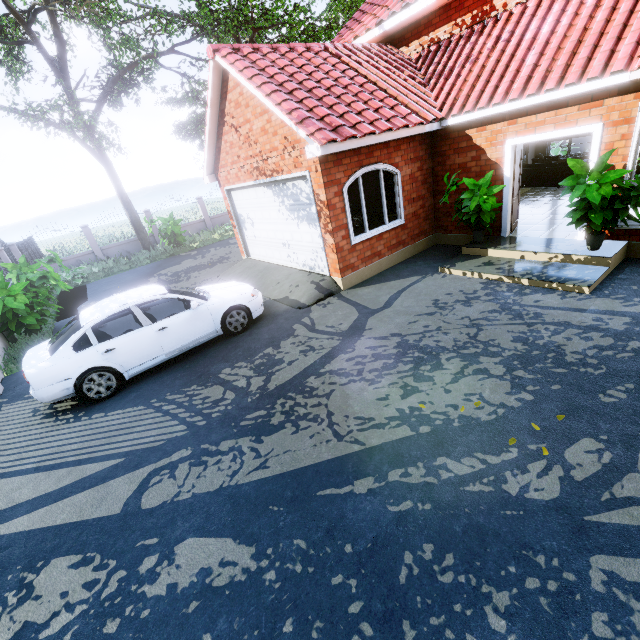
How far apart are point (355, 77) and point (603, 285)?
7.50m

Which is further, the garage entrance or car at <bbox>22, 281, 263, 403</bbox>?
the garage entrance

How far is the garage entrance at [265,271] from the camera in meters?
8.0 m

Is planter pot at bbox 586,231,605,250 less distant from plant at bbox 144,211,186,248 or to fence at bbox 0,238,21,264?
fence at bbox 0,238,21,264

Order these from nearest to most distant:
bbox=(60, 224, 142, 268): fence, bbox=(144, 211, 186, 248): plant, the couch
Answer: the couch, bbox=(144, 211, 186, 248): plant, bbox=(60, 224, 142, 268): fence

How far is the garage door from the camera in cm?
750

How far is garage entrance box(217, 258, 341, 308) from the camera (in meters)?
8.01

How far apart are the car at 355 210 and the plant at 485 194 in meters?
4.4
